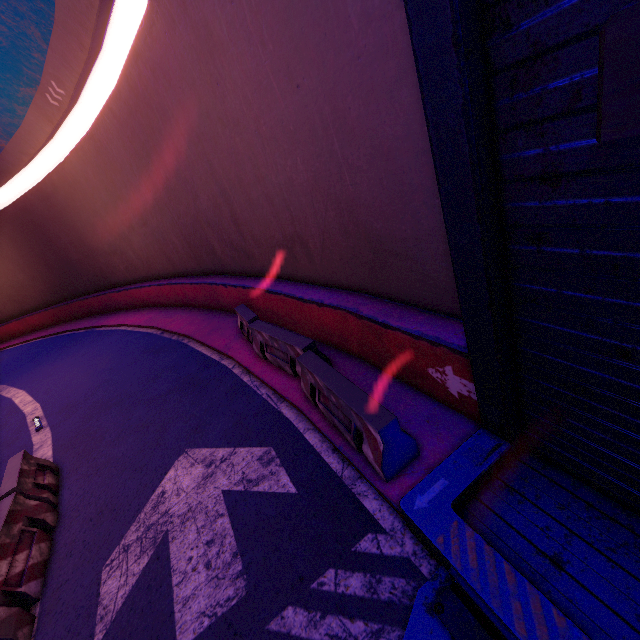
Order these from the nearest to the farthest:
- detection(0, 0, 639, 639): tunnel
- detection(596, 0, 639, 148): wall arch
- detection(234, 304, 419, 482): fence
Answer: detection(596, 0, 639, 148): wall arch, detection(0, 0, 639, 639): tunnel, detection(234, 304, 419, 482): fence

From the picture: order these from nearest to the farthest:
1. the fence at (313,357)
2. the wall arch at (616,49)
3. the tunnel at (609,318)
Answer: the wall arch at (616,49), the tunnel at (609,318), the fence at (313,357)

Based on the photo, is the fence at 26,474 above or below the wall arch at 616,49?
below

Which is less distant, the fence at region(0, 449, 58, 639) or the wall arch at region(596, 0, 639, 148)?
the wall arch at region(596, 0, 639, 148)

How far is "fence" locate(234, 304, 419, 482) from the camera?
4.1 meters

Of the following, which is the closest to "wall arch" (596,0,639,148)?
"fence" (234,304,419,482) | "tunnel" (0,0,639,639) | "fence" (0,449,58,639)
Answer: "tunnel" (0,0,639,639)

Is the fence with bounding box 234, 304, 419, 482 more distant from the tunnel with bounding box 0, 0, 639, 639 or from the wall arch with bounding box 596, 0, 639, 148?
the wall arch with bounding box 596, 0, 639, 148

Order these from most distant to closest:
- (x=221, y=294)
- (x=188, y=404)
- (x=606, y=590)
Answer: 1. (x=221, y=294)
2. (x=188, y=404)
3. (x=606, y=590)
